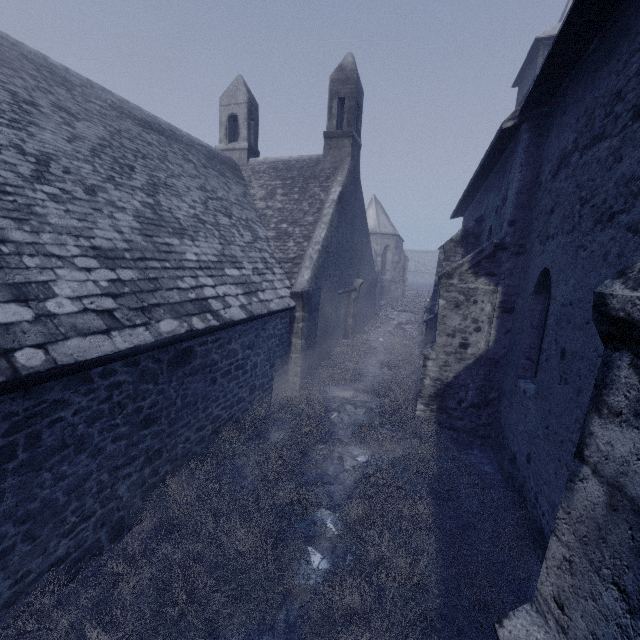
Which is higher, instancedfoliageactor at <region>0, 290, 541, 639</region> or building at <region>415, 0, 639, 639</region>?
building at <region>415, 0, 639, 639</region>

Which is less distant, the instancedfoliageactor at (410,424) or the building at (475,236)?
the building at (475,236)

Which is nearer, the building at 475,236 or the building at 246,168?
the building at 475,236

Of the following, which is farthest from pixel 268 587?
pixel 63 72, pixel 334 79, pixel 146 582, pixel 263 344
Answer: pixel 334 79

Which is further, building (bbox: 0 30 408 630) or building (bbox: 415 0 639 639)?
building (bbox: 0 30 408 630)

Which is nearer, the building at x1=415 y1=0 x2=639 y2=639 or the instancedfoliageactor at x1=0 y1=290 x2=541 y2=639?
the building at x1=415 y1=0 x2=639 y2=639
